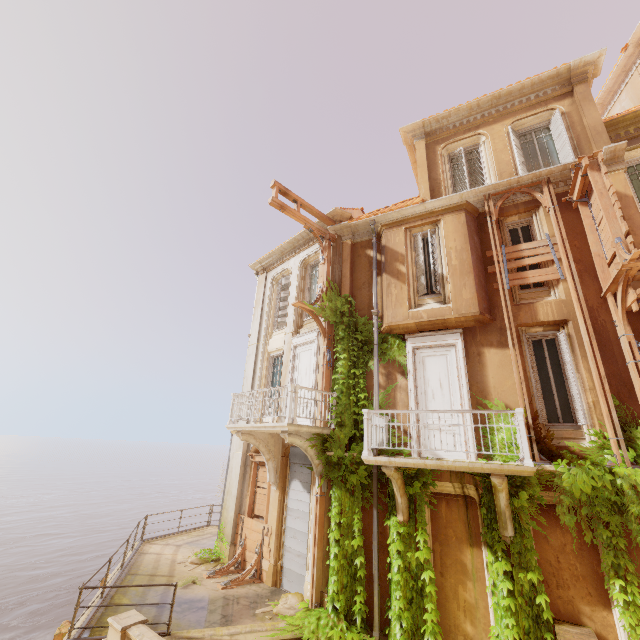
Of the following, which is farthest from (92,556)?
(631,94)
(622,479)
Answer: (631,94)

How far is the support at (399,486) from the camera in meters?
7.7

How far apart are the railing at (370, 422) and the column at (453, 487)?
1.10m

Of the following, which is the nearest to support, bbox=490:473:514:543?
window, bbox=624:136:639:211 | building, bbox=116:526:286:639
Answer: A: building, bbox=116:526:286:639

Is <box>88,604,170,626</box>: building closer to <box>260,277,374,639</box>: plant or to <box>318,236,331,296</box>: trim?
<box>260,277,374,639</box>: plant

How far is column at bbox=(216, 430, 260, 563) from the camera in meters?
12.1 m

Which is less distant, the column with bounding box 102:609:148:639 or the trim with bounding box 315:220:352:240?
the column with bounding box 102:609:148:639

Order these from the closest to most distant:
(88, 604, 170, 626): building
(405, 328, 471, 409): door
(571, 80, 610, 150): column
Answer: (88, 604, 170, 626): building < (405, 328, 471, 409): door < (571, 80, 610, 150): column
